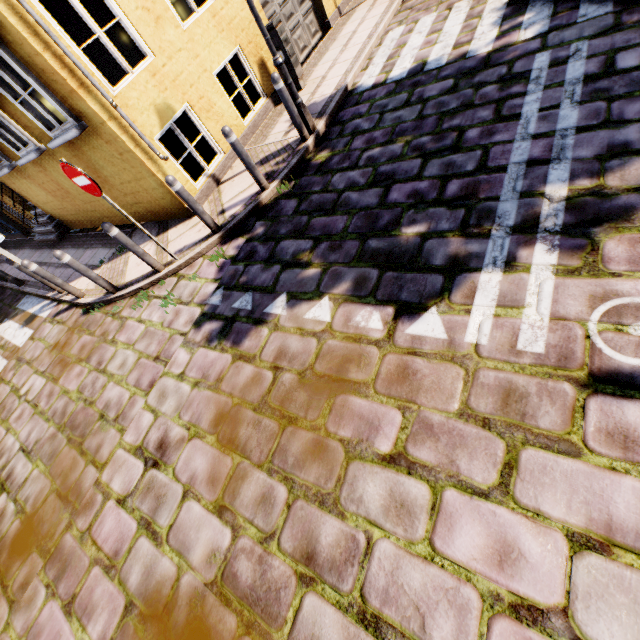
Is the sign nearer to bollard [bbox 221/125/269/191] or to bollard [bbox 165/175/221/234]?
bollard [bbox 165/175/221/234]

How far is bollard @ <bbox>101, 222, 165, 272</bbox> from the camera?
4.9m

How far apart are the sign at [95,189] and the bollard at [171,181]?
0.9m

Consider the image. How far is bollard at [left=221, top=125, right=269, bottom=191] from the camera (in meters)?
4.77

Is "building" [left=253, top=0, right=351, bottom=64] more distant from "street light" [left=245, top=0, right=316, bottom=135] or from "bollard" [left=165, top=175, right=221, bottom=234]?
"street light" [left=245, top=0, right=316, bottom=135]

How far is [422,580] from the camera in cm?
202

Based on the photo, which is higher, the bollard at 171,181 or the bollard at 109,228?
the bollard at 109,228

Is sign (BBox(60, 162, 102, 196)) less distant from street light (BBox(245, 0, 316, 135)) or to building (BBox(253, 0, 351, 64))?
building (BBox(253, 0, 351, 64))
